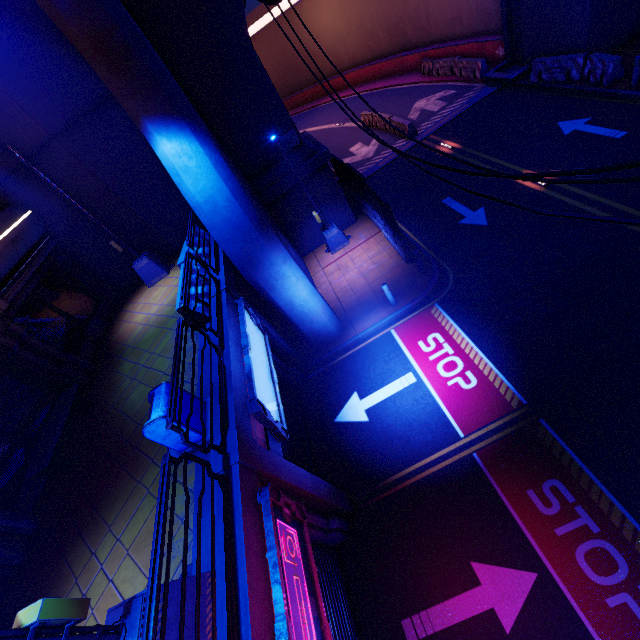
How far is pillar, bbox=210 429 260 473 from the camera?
5.3 meters

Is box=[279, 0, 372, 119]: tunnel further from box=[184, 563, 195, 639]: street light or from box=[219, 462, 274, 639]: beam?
box=[184, 563, 195, 639]: street light

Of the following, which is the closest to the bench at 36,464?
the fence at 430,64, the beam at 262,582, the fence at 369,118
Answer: the beam at 262,582

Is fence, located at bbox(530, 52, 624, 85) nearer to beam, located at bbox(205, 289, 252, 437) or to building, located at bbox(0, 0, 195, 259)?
building, located at bbox(0, 0, 195, 259)

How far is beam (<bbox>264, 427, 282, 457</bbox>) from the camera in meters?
6.9

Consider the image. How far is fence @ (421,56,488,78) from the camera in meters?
19.2

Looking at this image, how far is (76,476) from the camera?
7.8 meters

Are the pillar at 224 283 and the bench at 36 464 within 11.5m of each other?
yes
